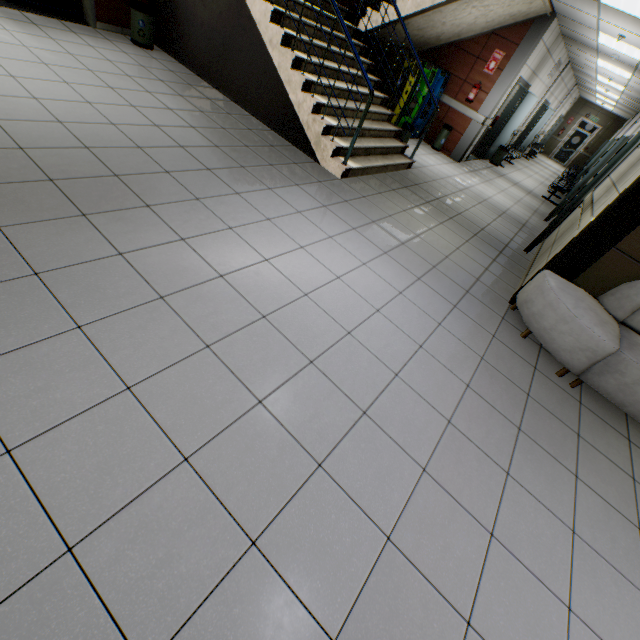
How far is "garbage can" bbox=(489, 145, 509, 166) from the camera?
10.8 meters

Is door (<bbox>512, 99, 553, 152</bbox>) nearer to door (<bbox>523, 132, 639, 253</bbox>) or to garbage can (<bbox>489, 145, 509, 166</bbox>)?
garbage can (<bbox>489, 145, 509, 166</bbox>)

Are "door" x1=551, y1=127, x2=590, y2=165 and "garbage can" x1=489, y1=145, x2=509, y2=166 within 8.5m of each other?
no

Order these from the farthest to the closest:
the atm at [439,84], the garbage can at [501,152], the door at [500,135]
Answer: the garbage can at [501,152] → the door at [500,135] → the atm at [439,84]

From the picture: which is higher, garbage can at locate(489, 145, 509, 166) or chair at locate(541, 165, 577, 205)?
chair at locate(541, 165, 577, 205)

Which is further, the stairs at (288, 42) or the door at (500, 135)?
the door at (500, 135)

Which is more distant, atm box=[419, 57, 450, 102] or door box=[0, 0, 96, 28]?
atm box=[419, 57, 450, 102]

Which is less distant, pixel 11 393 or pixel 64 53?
pixel 11 393
